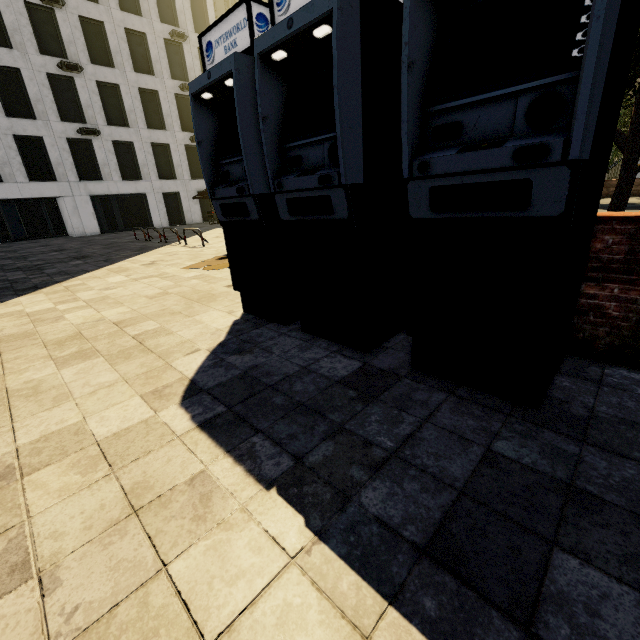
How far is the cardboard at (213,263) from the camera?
8.2m

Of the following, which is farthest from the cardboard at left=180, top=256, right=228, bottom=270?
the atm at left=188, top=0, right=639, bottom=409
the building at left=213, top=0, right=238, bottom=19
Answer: the building at left=213, top=0, right=238, bottom=19

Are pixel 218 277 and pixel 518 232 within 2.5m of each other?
no

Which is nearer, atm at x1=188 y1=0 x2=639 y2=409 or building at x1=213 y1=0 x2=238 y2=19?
atm at x1=188 y1=0 x2=639 y2=409

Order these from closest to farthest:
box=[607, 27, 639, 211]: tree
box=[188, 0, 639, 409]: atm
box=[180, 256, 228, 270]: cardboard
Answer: box=[188, 0, 639, 409]: atm, box=[607, 27, 639, 211]: tree, box=[180, 256, 228, 270]: cardboard

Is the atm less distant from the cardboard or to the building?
the cardboard

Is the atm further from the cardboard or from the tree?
the cardboard

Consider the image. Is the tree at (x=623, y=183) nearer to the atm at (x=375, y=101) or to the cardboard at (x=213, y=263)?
the cardboard at (x=213, y=263)
